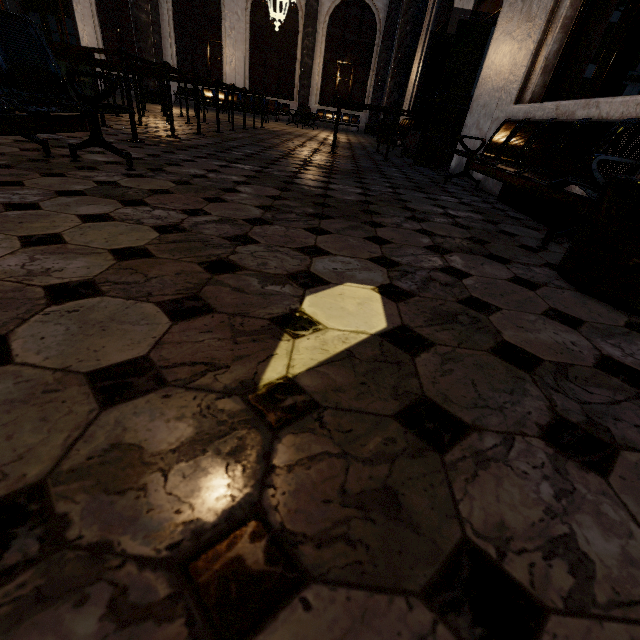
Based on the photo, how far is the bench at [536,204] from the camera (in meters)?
2.63

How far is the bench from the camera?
2.63m

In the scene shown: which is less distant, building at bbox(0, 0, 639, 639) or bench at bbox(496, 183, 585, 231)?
building at bbox(0, 0, 639, 639)

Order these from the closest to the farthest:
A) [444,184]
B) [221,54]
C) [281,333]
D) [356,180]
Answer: [281,333] < [356,180] < [444,184] < [221,54]

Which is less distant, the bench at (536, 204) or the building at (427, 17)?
→ the building at (427, 17)
